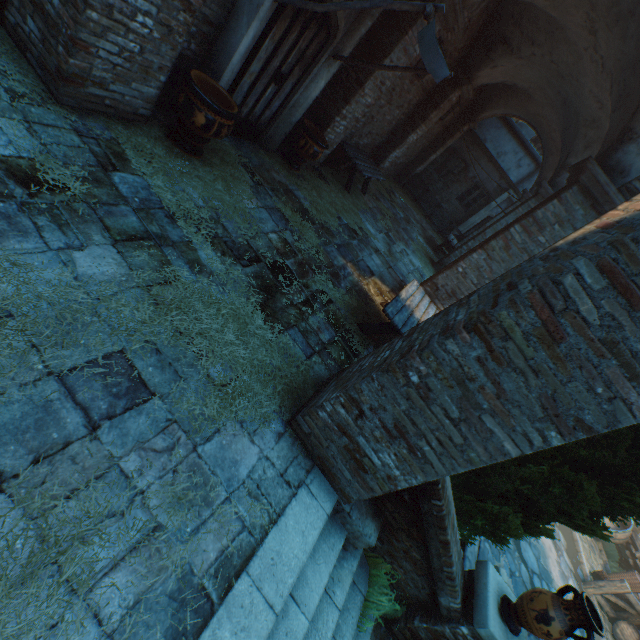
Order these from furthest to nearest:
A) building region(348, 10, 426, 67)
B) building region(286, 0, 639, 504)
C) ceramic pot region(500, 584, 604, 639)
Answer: building region(348, 10, 426, 67), ceramic pot region(500, 584, 604, 639), building region(286, 0, 639, 504)

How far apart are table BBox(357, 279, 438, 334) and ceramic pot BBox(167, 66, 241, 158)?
3.2 meters

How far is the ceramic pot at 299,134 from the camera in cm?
642

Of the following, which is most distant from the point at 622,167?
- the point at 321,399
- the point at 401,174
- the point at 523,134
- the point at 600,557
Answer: the point at 523,134

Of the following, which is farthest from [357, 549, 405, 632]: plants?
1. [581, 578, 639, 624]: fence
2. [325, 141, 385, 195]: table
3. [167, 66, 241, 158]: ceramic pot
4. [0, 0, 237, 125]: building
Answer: [581, 578, 639, 624]: fence

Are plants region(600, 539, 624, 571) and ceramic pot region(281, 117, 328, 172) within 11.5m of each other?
no

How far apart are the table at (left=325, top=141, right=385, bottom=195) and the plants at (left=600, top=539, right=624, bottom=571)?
15.26m

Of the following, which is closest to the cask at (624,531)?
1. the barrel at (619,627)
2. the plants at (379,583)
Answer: the barrel at (619,627)
